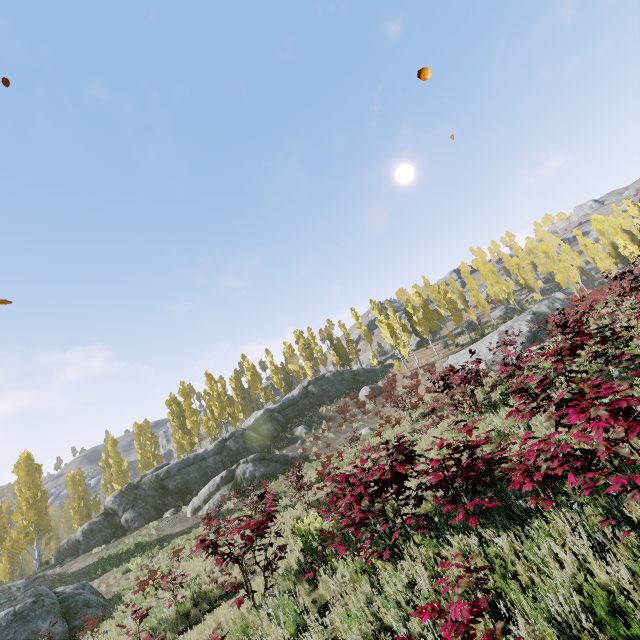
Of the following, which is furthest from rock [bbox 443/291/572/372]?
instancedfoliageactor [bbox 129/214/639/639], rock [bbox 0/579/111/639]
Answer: rock [bbox 0/579/111/639]

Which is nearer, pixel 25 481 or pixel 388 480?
pixel 388 480

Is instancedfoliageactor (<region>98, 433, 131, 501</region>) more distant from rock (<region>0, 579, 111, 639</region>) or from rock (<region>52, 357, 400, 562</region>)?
rock (<region>0, 579, 111, 639</region>)

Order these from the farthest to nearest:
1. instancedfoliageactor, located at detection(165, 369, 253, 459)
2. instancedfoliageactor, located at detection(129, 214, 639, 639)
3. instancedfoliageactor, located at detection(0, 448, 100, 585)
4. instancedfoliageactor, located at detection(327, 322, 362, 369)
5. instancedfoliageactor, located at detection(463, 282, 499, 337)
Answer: instancedfoliageactor, located at detection(327, 322, 362, 369), instancedfoliageactor, located at detection(463, 282, 499, 337), instancedfoliageactor, located at detection(165, 369, 253, 459), instancedfoliageactor, located at detection(0, 448, 100, 585), instancedfoliageactor, located at detection(129, 214, 639, 639)

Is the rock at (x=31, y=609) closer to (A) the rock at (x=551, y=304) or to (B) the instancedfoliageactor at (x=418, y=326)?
(B) the instancedfoliageactor at (x=418, y=326)

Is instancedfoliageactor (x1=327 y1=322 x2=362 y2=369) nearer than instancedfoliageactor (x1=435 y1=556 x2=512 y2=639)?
No
